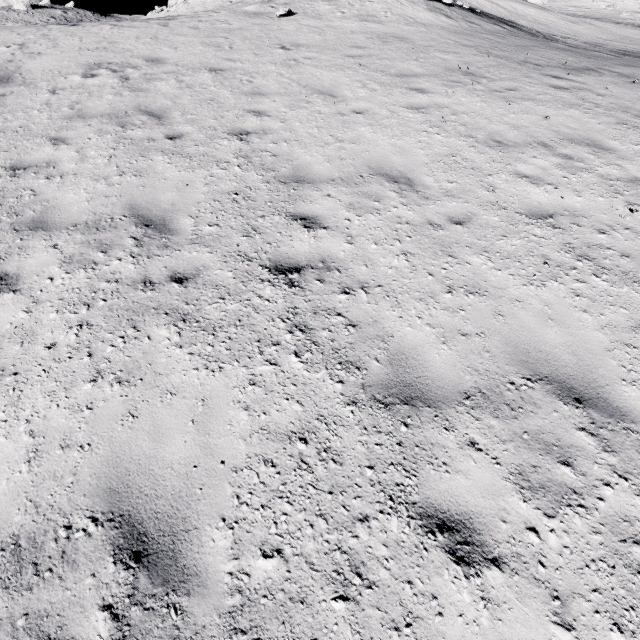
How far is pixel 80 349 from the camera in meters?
3.5 m
